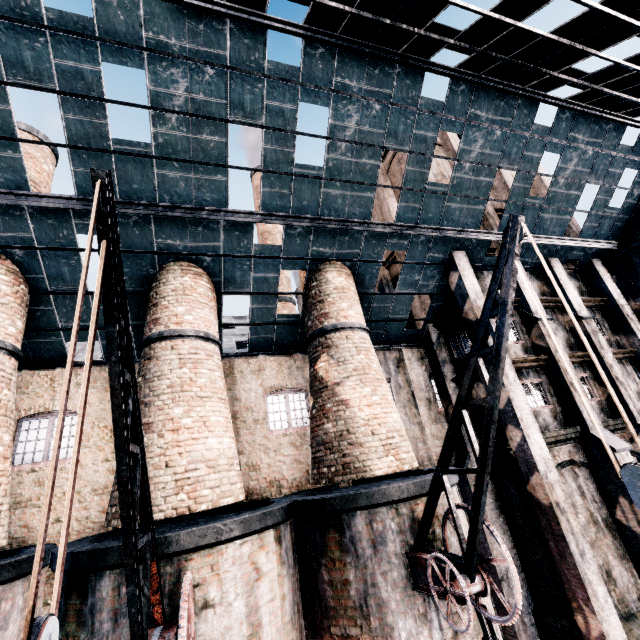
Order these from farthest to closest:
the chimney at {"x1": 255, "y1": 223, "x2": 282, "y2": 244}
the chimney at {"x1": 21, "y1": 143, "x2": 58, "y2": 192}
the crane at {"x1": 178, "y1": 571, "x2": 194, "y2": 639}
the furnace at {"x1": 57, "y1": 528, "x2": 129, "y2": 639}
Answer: the chimney at {"x1": 255, "y1": 223, "x2": 282, "y2": 244} → the chimney at {"x1": 21, "y1": 143, "x2": 58, "y2": 192} → the furnace at {"x1": 57, "y1": 528, "x2": 129, "y2": 639} → the crane at {"x1": 178, "y1": 571, "x2": 194, "y2": 639}

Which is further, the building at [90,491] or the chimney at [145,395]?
the building at [90,491]

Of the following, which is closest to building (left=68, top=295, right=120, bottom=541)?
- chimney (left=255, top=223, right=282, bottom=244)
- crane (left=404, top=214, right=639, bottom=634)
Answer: chimney (left=255, top=223, right=282, bottom=244)

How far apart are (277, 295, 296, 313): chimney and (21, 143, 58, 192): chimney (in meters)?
12.03

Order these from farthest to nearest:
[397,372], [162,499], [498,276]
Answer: [397,372]
[162,499]
[498,276]

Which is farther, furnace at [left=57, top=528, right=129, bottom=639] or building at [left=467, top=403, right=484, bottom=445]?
building at [left=467, top=403, right=484, bottom=445]

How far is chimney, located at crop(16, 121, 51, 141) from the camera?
12.78m

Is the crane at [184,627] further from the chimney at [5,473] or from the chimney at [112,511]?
the chimney at [5,473]
